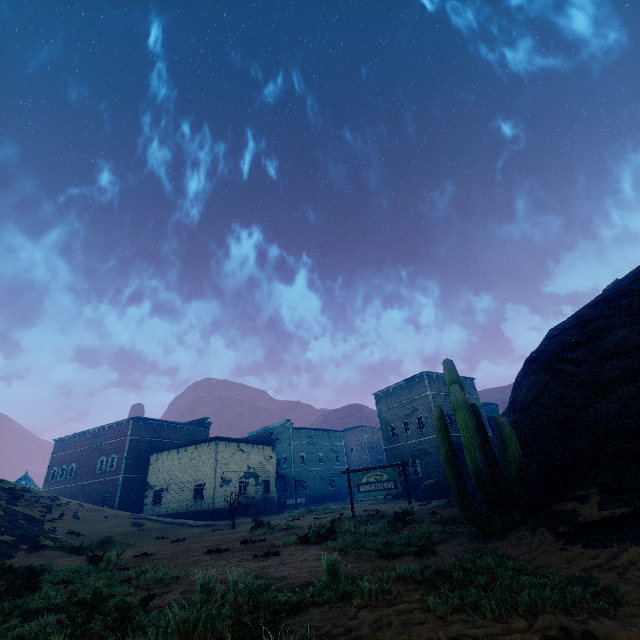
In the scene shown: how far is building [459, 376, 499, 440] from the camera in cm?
3431

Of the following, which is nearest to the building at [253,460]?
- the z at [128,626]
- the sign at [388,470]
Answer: the z at [128,626]

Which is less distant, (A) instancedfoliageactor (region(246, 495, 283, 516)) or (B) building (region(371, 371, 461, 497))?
(B) building (region(371, 371, 461, 497))

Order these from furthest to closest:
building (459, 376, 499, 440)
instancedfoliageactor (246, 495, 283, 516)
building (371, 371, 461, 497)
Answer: building (459, 376, 499, 440) → instancedfoliageactor (246, 495, 283, 516) → building (371, 371, 461, 497)

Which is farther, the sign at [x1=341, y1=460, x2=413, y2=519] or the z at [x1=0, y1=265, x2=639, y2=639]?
the sign at [x1=341, y1=460, x2=413, y2=519]

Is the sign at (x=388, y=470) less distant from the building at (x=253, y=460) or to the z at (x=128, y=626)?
the z at (x=128, y=626)

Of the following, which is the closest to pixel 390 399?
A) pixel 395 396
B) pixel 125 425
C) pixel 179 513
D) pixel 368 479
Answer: pixel 395 396

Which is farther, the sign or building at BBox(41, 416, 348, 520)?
building at BBox(41, 416, 348, 520)
